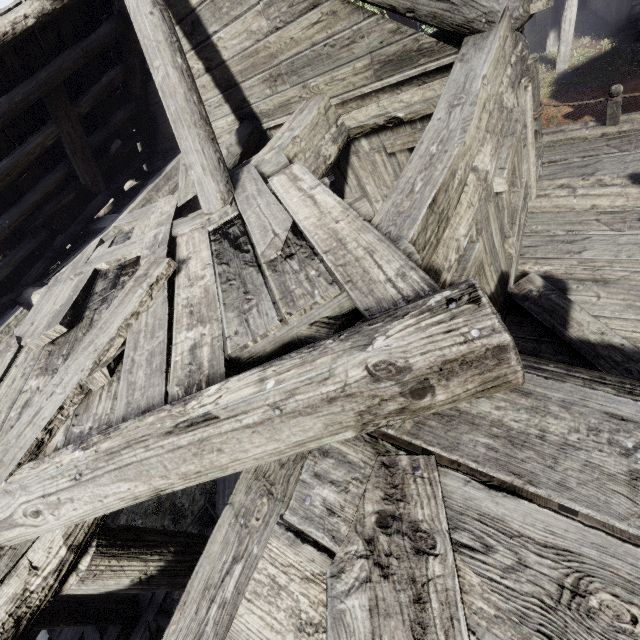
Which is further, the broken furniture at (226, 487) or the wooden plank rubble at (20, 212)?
the broken furniture at (226, 487)

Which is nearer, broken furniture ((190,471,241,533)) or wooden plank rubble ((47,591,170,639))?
wooden plank rubble ((47,591,170,639))

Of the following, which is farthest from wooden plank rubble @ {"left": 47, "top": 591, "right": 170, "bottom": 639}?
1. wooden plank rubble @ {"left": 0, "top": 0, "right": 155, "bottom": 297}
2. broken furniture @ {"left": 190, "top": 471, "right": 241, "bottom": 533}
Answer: wooden plank rubble @ {"left": 0, "top": 0, "right": 155, "bottom": 297}

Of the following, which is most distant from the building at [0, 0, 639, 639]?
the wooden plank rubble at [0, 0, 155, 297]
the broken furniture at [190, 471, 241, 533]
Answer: the broken furniture at [190, 471, 241, 533]

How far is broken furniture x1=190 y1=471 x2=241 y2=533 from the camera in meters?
8.3

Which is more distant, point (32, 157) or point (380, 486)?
point (32, 157)

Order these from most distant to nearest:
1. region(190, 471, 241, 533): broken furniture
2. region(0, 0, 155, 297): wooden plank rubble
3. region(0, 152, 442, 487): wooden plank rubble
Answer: region(190, 471, 241, 533): broken furniture → region(0, 0, 155, 297): wooden plank rubble → region(0, 152, 442, 487): wooden plank rubble

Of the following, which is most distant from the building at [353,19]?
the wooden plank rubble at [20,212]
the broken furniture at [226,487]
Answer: the broken furniture at [226,487]
